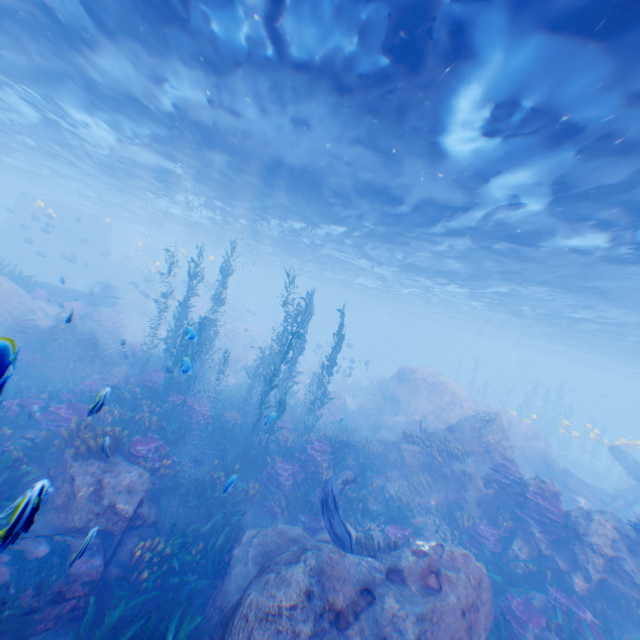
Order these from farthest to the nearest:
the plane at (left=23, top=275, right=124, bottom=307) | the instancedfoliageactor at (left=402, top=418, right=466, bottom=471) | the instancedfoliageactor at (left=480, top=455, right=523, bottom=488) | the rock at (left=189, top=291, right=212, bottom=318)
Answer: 1. the rock at (left=189, top=291, right=212, bottom=318)
2. the plane at (left=23, top=275, right=124, bottom=307)
3. the instancedfoliageactor at (left=402, top=418, right=466, bottom=471)
4. the instancedfoliageactor at (left=480, top=455, right=523, bottom=488)

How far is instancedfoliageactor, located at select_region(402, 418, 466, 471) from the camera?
13.36m

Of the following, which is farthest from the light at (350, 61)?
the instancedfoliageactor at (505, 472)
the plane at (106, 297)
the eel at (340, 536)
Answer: the instancedfoliageactor at (505, 472)

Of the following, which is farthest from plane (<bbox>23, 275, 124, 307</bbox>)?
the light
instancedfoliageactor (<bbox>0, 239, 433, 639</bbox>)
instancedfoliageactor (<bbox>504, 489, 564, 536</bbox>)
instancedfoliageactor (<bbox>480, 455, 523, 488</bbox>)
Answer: instancedfoliageactor (<bbox>504, 489, 564, 536</bbox>)

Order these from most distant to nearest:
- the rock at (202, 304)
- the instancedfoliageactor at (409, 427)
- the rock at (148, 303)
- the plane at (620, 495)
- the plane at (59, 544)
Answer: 1. the rock at (202, 304)
2. the rock at (148, 303)
3. the plane at (620, 495)
4. the instancedfoliageactor at (409, 427)
5. the plane at (59, 544)

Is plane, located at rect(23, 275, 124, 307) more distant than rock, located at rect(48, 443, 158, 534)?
Yes

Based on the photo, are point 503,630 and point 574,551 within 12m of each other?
yes

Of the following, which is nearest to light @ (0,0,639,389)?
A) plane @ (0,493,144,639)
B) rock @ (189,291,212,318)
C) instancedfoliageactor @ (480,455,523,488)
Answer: rock @ (189,291,212,318)
